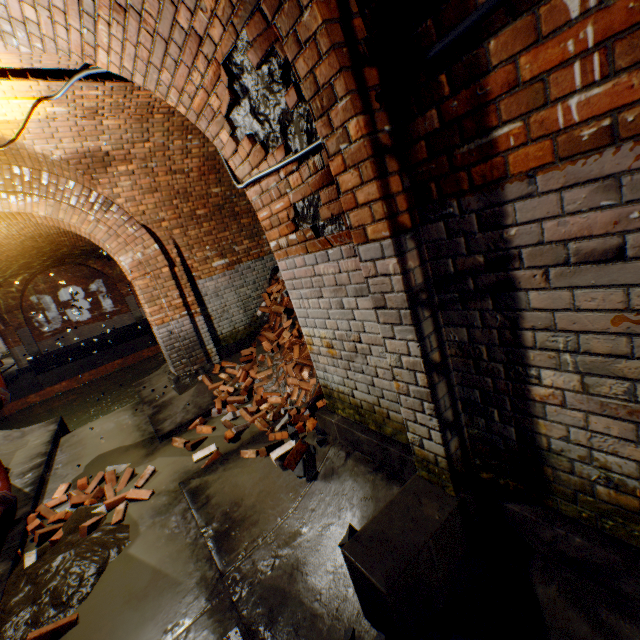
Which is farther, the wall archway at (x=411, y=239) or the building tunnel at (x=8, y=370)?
the building tunnel at (x=8, y=370)

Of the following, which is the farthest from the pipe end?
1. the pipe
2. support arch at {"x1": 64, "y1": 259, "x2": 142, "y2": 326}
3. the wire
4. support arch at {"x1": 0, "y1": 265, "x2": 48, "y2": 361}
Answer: support arch at {"x1": 0, "y1": 265, "x2": 48, "y2": 361}

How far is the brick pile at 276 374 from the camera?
5.12m

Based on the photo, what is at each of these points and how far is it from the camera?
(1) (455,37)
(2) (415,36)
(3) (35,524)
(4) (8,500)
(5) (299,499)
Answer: (1) wire, 1.1 meters
(2) building tunnel, 1.3 meters
(3) bricks, 3.8 meters
(4) pipe end, 3.9 meters
(5) building tunnel, 2.9 meters

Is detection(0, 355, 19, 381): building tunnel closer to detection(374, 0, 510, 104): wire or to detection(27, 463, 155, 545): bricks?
detection(27, 463, 155, 545): bricks

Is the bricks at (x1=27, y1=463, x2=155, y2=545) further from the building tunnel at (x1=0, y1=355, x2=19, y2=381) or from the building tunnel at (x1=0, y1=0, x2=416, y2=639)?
the building tunnel at (x1=0, y1=355, x2=19, y2=381)

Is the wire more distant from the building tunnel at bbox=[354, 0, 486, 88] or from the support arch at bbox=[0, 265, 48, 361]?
the support arch at bbox=[0, 265, 48, 361]

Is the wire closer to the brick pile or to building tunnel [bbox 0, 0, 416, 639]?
building tunnel [bbox 0, 0, 416, 639]
